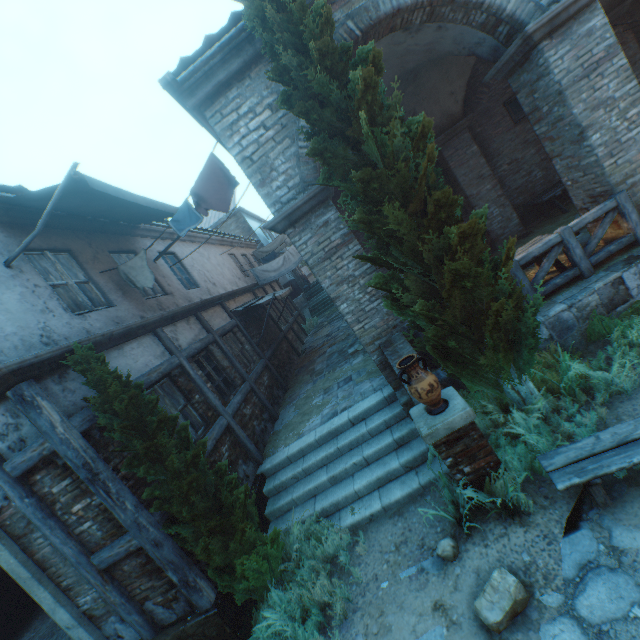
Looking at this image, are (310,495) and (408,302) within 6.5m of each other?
yes

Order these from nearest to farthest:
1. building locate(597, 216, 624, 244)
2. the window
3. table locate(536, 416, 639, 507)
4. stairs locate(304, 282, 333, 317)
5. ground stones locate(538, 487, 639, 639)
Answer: ground stones locate(538, 487, 639, 639) < table locate(536, 416, 639, 507) < building locate(597, 216, 624, 244) < the window < stairs locate(304, 282, 333, 317)

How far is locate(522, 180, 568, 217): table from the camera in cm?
929

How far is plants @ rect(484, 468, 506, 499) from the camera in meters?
3.9

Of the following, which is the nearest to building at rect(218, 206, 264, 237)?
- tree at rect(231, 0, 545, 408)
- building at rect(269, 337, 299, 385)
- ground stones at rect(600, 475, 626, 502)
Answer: tree at rect(231, 0, 545, 408)

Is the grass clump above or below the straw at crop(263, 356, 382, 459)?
below

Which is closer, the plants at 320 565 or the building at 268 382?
the plants at 320 565

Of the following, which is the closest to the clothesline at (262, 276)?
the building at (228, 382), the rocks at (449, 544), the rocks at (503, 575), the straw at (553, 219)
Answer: the straw at (553, 219)
